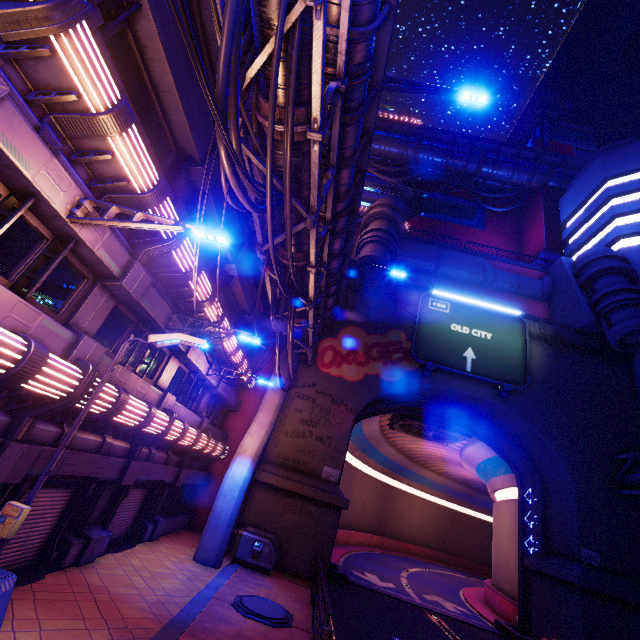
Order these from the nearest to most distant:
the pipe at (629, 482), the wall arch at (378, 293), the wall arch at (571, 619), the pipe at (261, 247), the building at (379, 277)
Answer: the pipe at (261, 247) < the wall arch at (571, 619) < the pipe at (629, 482) < the building at (379, 277) < the wall arch at (378, 293)

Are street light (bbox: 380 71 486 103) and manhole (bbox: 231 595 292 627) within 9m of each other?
no

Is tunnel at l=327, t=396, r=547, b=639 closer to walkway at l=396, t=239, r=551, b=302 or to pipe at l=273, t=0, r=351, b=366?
pipe at l=273, t=0, r=351, b=366

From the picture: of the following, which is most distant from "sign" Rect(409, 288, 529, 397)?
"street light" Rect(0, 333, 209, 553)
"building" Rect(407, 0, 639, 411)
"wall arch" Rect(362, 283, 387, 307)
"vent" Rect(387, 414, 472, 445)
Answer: "street light" Rect(0, 333, 209, 553)

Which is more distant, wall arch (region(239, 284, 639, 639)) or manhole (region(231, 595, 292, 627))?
wall arch (region(239, 284, 639, 639))

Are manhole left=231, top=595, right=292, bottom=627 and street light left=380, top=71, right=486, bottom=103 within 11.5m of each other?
no

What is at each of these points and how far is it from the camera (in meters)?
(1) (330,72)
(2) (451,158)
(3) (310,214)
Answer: (1) walkway, 8.39
(2) walkway, 40.09
(3) pipe, 9.30

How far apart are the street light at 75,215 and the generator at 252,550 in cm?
1448
